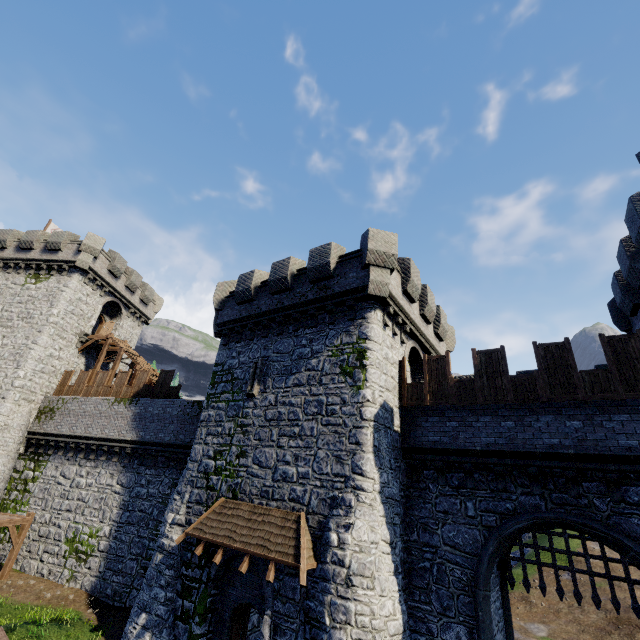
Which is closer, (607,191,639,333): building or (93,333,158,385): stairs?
(607,191,639,333): building

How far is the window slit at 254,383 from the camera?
15.01m

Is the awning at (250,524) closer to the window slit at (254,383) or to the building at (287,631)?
the building at (287,631)

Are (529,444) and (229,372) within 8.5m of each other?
no

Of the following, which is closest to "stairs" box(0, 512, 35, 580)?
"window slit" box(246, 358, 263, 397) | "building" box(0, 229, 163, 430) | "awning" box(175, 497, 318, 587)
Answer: "building" box(0, 229, 163, 430)

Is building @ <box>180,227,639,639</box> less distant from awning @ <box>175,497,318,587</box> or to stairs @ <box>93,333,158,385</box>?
awning @ <box>175,497,318,587</box>

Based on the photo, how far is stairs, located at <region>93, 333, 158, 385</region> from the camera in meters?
23.8

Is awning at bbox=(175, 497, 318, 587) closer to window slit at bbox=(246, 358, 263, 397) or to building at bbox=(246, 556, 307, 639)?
building at bbox=(246, 556, 307, 639)
